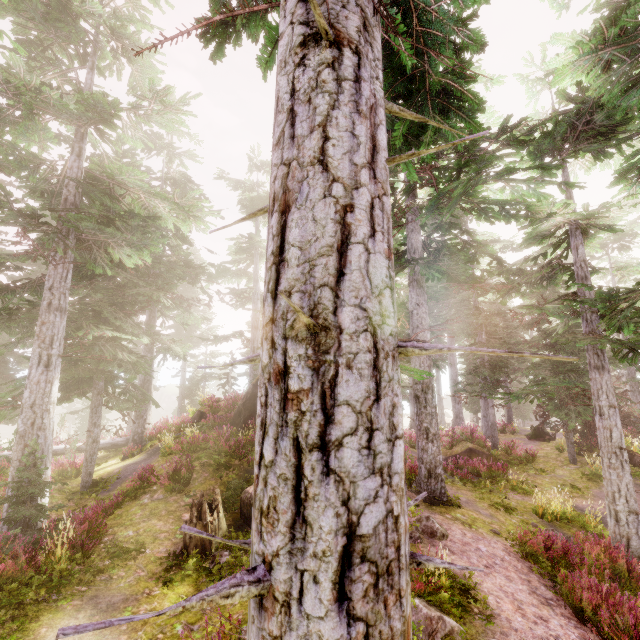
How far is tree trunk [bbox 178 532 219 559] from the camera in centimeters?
834cm

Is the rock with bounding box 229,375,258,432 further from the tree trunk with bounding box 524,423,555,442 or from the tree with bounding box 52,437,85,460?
the tree trunk with bounding box 524,423,555,442

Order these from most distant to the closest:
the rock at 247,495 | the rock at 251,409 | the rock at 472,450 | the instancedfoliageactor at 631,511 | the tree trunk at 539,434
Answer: the tree trunk at 539,434, the rock at 472,450, the rock at 251,409, the rock at 247,495, the instancedfoliageactor at 631,511

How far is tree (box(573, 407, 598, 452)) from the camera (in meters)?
17.42

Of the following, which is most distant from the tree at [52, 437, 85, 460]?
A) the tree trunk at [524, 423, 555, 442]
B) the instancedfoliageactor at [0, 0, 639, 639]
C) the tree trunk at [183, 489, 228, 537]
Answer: the tree trunk at [524, 423, 555, 442]

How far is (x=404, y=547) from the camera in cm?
135

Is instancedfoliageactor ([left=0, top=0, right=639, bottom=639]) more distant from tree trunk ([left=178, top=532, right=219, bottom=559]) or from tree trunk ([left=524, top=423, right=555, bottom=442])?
tree trunk ([left=524, top=423, right=555, bottom=442])

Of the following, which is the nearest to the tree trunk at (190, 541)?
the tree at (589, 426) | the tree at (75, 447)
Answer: the tree at (75, 447)
